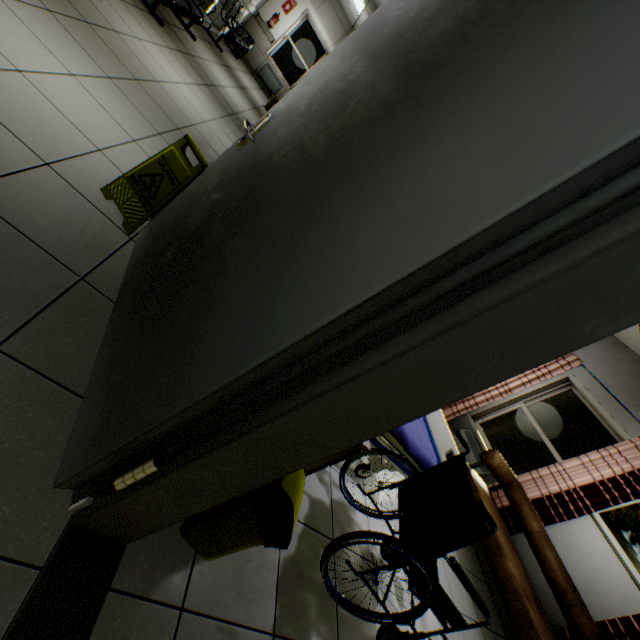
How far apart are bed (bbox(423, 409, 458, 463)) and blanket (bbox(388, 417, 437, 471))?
0.0m

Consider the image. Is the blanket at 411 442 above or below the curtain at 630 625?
below

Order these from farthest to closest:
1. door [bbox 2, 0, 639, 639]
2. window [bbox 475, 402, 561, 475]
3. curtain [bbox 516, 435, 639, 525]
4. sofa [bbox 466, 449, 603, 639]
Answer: window [bbox 475, 402, 561, 475], curtain [bbox 516, 435, 639, 525], sofa [bbox 466, 449, 603, 639], door [bbox 2, 0, 639, 639]

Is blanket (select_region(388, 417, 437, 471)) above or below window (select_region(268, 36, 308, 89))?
below

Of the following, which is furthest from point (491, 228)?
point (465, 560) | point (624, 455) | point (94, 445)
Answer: point (624, 455)

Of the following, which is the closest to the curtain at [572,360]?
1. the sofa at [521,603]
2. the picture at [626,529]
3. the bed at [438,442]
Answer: the picture at [626,529]

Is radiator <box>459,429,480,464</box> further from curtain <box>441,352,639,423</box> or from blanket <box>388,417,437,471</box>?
blanket <box>388,417,437,471</box>

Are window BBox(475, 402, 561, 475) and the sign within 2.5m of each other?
no
